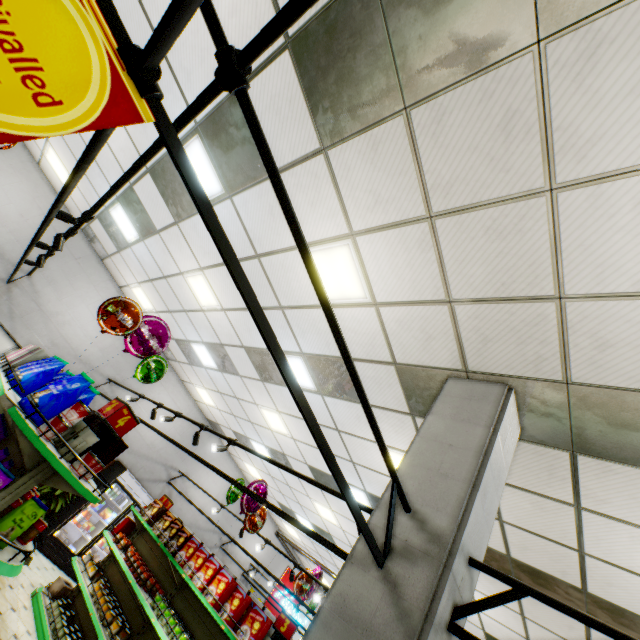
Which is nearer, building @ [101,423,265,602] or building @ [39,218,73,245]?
building @ [39,218,73,245]

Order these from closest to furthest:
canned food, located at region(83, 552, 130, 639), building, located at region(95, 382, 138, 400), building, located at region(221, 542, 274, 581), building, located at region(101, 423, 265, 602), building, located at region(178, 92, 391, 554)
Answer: building, located at region(178, 92, 391, 554), canned food, located at region(83, 552, 130, 639), building, located at region(95, 382, 138, 400), building, located at region(101, 423, 265, 602), building, located at region(221, 542, 274, 581)

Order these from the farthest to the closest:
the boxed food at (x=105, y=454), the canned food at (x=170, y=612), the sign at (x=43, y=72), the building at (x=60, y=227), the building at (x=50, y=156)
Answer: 1. the building at (x=60, y=227)
2. the building at (x=50, y=156)
3. the canned food at (x=170, y=612)
4. the boxed food at (x=105, y=454)
5. the sign at (x=43, y=72)

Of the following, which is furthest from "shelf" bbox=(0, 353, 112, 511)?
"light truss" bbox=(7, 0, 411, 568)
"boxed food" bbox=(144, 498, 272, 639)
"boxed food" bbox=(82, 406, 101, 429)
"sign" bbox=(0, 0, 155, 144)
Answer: "boxed food" bbox=(144, 498, 272, 639)

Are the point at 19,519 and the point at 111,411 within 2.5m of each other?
yes

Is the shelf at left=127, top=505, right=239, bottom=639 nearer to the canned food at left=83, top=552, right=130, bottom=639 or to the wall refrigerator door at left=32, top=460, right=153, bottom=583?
the canned food at left=83, top=552, right=130, bottom=639

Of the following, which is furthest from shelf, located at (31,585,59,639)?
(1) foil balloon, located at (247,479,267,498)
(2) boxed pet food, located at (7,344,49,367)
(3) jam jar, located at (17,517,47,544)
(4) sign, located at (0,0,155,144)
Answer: (4) sign, located at (0,0,155,144)

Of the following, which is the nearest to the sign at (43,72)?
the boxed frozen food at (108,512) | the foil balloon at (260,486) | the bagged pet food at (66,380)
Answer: the bagged pet food at (66,380)
